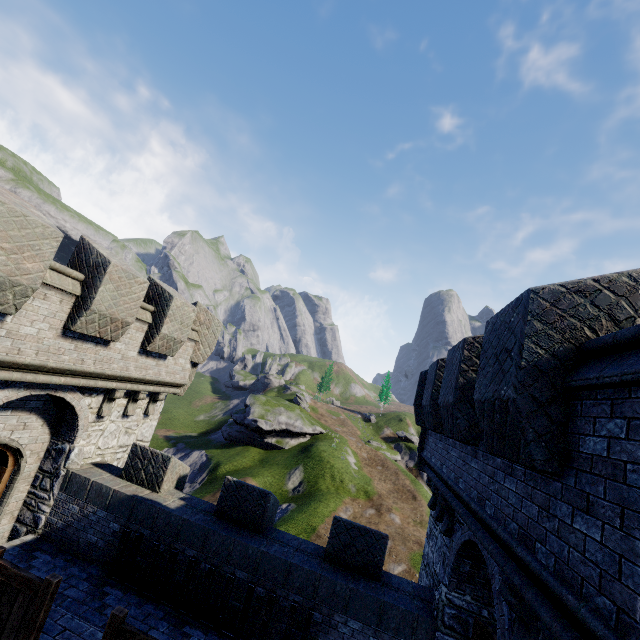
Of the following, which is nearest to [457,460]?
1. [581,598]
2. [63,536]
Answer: [581,598]
